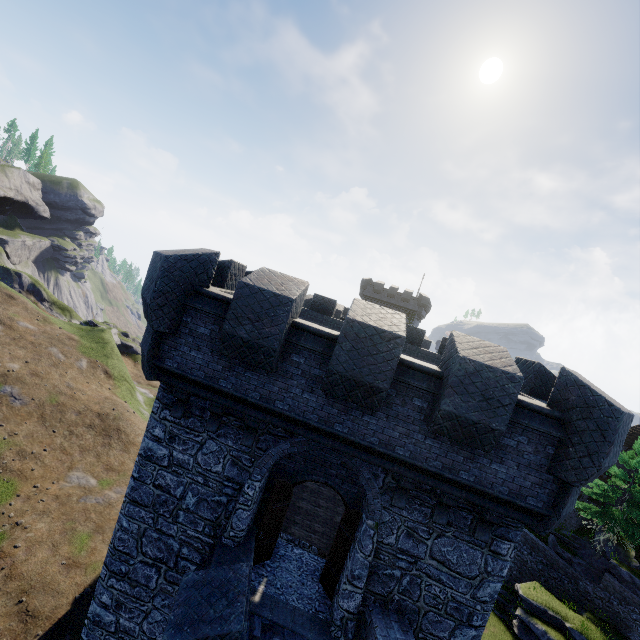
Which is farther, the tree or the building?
the tree

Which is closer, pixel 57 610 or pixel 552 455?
pixel 552 455

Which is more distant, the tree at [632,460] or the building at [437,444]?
the tree at [632,460]
